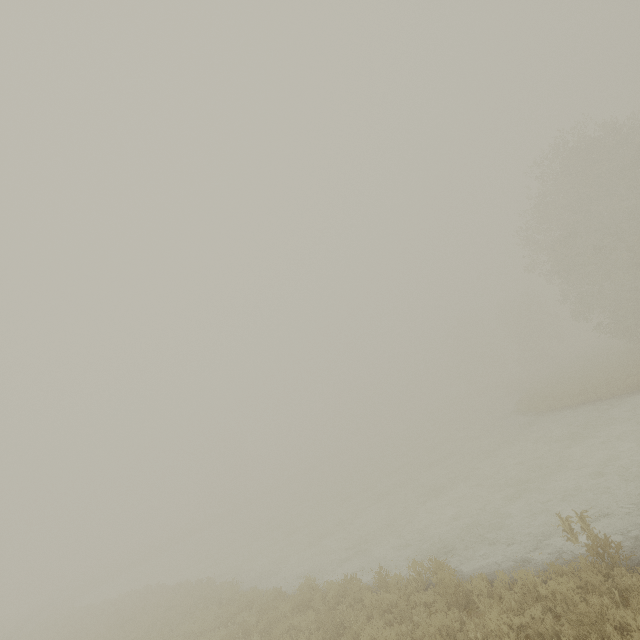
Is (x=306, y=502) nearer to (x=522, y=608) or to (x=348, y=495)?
(x=348, y=495)
